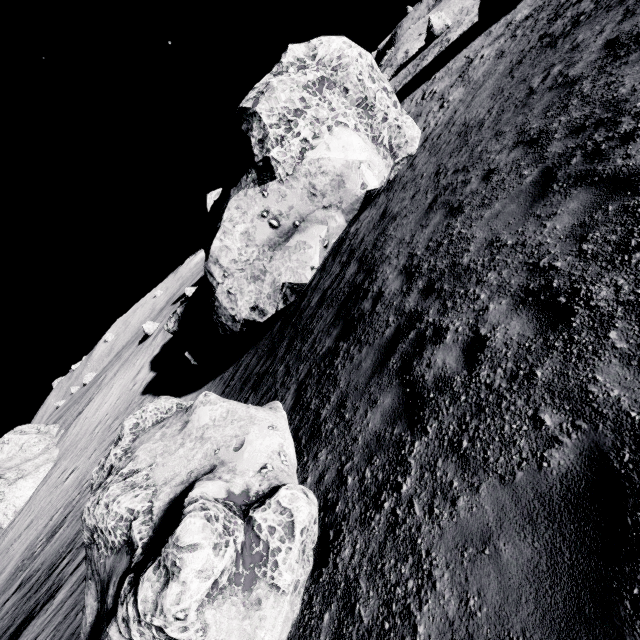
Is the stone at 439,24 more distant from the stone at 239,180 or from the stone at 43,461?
the stone at 43,461

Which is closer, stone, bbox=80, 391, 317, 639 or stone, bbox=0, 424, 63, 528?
stone, bbox=80, 391, 317, 639

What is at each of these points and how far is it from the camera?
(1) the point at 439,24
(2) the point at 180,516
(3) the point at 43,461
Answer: (1) stone, 33.0 meters
(2) stone, 3.4 meters
(3) stone, 38.0 meters

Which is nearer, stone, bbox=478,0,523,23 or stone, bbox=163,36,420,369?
stone, bbox=163,36,420,369

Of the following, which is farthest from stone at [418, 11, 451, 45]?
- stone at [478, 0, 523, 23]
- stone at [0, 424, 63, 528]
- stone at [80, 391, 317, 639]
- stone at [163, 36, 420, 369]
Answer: stone at [0, 424, 63, 528]

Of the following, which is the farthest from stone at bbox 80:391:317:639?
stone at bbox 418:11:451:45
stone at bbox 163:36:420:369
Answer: stone at bbox 418:11:451:45

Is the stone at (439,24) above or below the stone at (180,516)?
above

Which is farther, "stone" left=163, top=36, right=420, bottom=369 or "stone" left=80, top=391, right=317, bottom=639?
"stone" left=163, top=36, right=420, bottom=369
